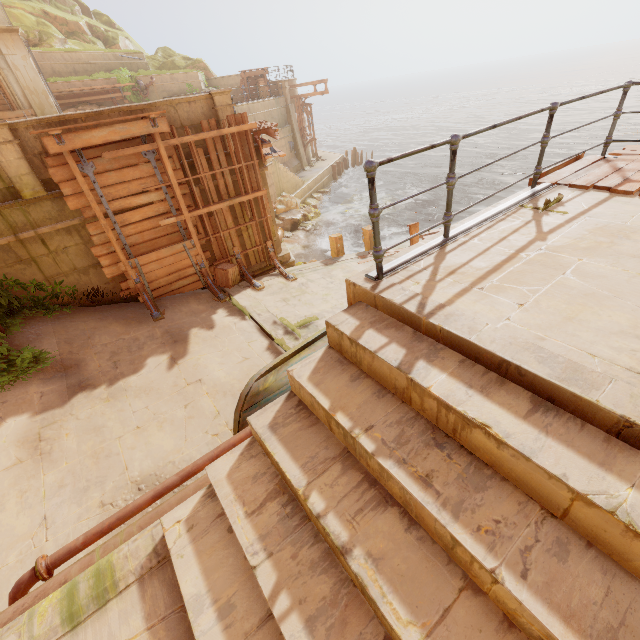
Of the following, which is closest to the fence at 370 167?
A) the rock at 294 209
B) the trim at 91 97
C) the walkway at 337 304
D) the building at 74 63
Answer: the walkway at 337 304

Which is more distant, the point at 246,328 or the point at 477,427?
the point at 246,328

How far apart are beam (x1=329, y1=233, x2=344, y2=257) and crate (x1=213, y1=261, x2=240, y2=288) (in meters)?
4.18

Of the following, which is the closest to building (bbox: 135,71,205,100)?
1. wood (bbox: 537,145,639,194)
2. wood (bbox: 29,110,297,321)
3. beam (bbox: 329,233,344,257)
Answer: wood (bbox: 29,110,297,321)

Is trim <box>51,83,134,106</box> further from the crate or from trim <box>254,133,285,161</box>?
the crate

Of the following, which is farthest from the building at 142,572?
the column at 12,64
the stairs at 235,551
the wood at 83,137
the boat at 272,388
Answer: the stairs at 235,551

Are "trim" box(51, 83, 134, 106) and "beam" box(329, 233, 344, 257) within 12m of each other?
no

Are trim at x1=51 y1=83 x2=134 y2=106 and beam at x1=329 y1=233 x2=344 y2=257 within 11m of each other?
no
